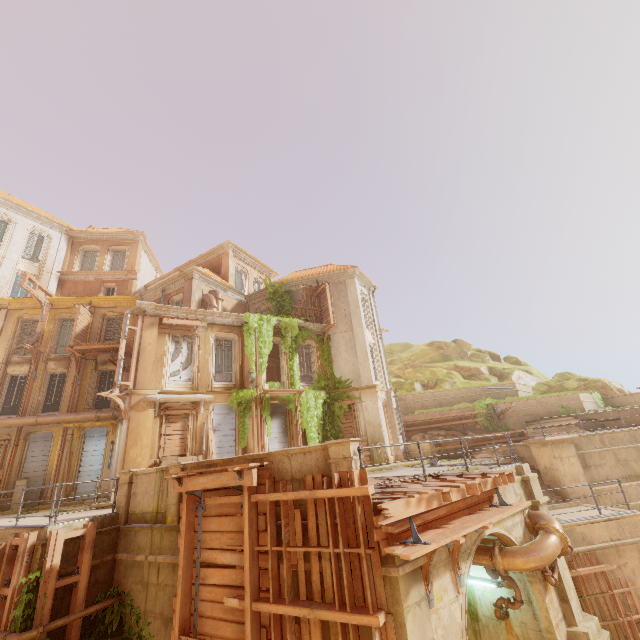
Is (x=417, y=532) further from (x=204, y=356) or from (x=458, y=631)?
(x=204, y=356)

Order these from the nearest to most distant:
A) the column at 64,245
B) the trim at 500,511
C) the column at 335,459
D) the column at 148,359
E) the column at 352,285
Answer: the trim at 500,511 < the column at 335,459 < the column at 148,359 < the column at 352,285 < the column at 64,245

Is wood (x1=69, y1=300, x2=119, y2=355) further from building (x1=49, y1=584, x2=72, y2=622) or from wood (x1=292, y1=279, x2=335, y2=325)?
Answer: wood (x1=292, y1=279, x2=335, y2=325)

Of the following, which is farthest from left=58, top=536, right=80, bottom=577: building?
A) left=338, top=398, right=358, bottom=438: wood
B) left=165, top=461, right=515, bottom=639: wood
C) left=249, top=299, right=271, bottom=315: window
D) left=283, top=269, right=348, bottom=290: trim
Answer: left=283, top=269, right=348, bottom=290: trim

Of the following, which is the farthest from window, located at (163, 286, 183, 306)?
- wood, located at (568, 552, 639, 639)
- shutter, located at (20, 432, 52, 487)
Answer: wood, located at (568, 552, 639, 639)

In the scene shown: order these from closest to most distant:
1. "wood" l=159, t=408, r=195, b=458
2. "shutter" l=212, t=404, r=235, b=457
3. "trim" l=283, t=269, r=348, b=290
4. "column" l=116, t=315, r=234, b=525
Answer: "column" l=116, t=315, r=234, b=525 → "wood" l=159, t=408, r=195, b=458 → "shutter" l=212, t=404, r=235, b=457 → "trim" l=283, t=269, r=348, b=290

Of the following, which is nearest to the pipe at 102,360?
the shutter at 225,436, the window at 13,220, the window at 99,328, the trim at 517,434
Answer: the window at 99,328

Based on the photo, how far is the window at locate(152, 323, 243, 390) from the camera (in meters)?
16.27
